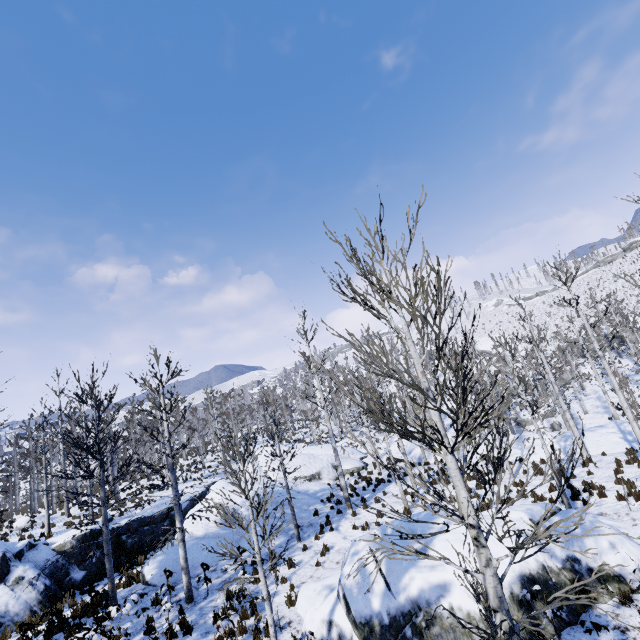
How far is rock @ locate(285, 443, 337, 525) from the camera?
17.64m

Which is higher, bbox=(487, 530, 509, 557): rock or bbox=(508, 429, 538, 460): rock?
bbox=(487, 530, 509, 557): rock

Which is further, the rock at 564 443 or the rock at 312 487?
the rock at 564 443

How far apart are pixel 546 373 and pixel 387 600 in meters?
23.2 m

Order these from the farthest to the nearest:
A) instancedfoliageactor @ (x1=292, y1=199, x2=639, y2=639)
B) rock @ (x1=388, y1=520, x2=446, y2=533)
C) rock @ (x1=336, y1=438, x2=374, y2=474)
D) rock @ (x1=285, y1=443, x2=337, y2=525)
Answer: rock @ (x1=336, y1=438, x2=374, y2=474) < rock @ (x1=285, y1=443, x2=337, y2=525) < rock @ (x1=388, y1=520, x2=446, y2=533) < instancedfoliageactor @ (x1=292, y1=199, x2=639, y2=639)

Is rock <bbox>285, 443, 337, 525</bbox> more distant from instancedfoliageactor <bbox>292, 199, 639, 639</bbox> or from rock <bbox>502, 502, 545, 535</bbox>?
rock <bbox>502, 502, 545, 535</bbox>

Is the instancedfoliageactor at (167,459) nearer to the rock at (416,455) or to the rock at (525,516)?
the rock at (416,455)

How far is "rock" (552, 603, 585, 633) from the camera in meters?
7.0 m
